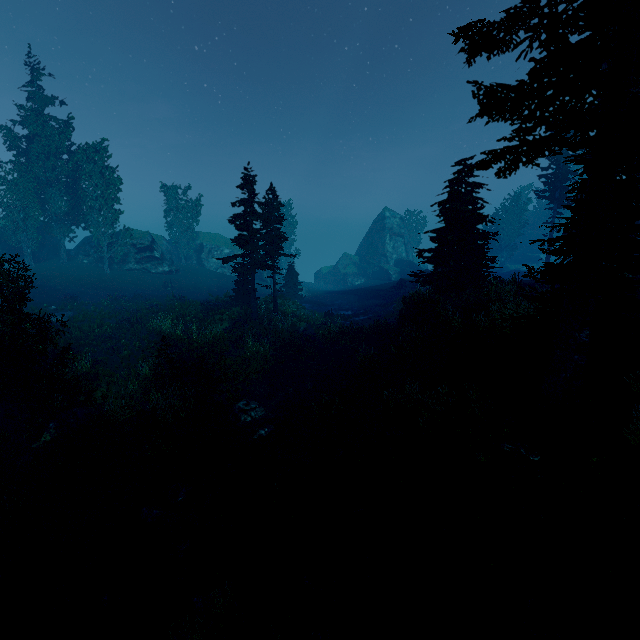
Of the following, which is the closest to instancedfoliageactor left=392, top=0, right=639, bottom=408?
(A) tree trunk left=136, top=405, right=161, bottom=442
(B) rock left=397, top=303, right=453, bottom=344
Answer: (B) rock left=397, top=303, right=453, bottom=344

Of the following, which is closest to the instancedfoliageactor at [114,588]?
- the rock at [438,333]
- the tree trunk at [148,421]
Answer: the rock at [438,333]

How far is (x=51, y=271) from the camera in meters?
34.8 m

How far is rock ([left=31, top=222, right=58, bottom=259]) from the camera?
37.69m

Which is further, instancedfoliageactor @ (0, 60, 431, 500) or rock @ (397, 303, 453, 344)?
rock @ (397, 303, 453, 344)

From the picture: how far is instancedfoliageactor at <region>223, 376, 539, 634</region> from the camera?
5.9m

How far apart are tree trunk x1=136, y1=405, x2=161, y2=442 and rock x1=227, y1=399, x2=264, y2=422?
2.7 meters

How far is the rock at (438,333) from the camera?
17.27m
